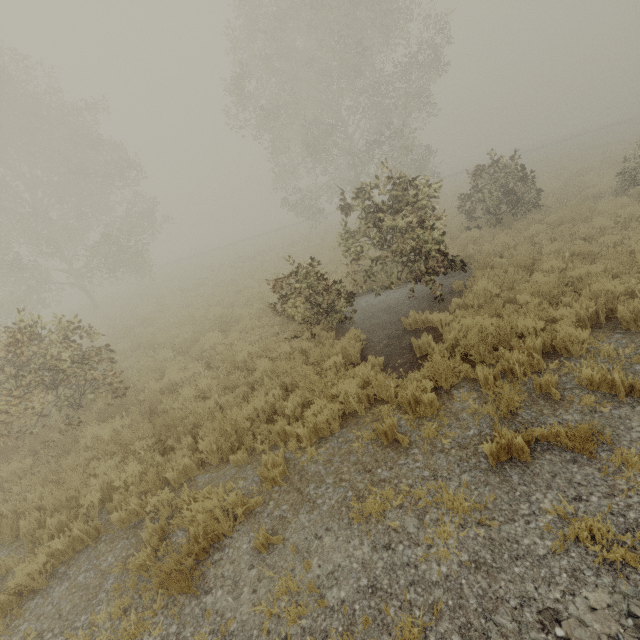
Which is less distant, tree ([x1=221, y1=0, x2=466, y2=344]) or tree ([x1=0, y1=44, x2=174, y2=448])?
tree ([x1=0, y1=44, x2=174, y2=448])

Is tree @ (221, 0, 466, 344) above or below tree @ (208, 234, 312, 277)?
above

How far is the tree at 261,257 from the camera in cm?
2122

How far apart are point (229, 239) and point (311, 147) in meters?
39.8 m

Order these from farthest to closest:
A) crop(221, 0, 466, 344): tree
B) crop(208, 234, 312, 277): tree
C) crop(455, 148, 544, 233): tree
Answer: crop(208, 234, 312, 277): tree → crop(455, 148, 544, 233): tree → crop(221, 0, 466, 344): tree

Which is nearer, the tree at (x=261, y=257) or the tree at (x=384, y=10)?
the tree at (x=384, y=10)
